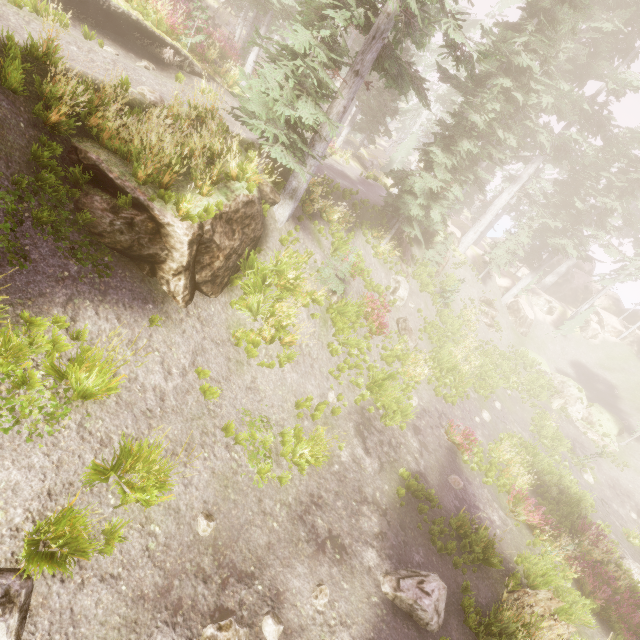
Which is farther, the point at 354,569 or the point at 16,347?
the point at 354,569

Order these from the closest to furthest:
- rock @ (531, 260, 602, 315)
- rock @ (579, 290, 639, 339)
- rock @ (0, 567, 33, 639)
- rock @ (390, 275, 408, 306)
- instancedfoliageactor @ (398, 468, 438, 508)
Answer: rock @ (0, 567, 33, 639), instancedfoliageactor @ (398, 468, 438, 508), rock @ (390, 275, 408, 306), rock @ (531, 260, 602, 315), rock @ (579, 290, 639, 339)

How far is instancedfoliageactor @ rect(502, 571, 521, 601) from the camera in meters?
8.2 m

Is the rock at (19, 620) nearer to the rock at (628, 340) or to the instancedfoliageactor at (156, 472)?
the instancedfoliageactor at (156, 472)

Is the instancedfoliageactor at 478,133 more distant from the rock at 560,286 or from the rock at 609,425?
the rock at 609,425

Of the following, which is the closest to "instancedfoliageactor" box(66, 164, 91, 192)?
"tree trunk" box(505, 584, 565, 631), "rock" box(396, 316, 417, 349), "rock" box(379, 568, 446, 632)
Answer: "rock" box(379, 568, 446, 632)

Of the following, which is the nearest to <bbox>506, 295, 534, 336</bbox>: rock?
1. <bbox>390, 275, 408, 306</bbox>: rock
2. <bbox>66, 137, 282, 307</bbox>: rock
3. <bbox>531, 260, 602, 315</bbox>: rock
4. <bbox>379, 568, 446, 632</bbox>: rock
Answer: <bbox>531, 260, 602, 315</bbox>: rock
